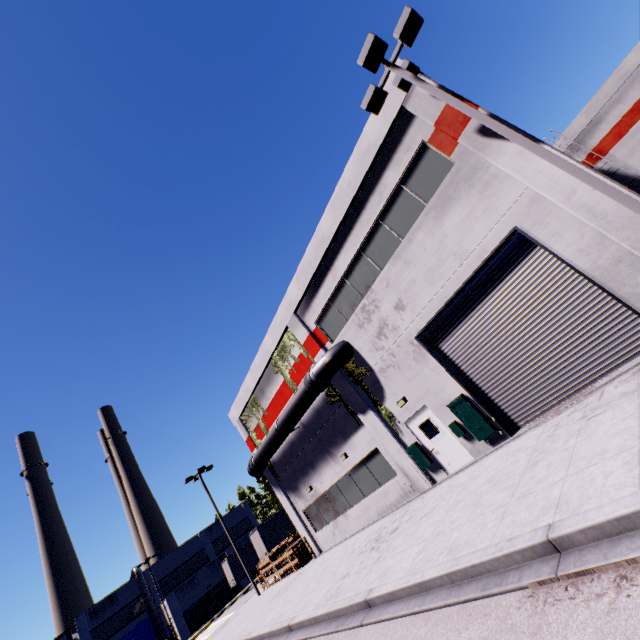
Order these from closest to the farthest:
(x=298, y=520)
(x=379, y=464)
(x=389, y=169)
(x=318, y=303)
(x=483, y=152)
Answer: (x=483, y=152), (x=389, y=169), (x=379, y=464), (x=318, y=303), (x=298, y=520)

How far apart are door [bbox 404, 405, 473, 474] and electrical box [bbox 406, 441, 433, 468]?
0.1 meters

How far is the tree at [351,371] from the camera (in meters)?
13.90

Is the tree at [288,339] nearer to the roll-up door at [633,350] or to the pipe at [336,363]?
the pipe at [336,363]

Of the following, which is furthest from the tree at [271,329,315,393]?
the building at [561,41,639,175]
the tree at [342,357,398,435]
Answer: the tree at [342,357,398,435]

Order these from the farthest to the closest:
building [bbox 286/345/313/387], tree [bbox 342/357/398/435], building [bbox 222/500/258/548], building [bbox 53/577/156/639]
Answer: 1. building [bbox 222/500/258/548]
2. building [bbox 53/577/156/639]
3. building [bbox 286/345/313/387]
4. tree [bbox 342/357/398/435]

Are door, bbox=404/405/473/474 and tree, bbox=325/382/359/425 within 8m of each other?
yes

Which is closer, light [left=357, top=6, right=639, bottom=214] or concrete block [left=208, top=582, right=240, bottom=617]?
light [left=357, top=6, right=639, bottom=214]
